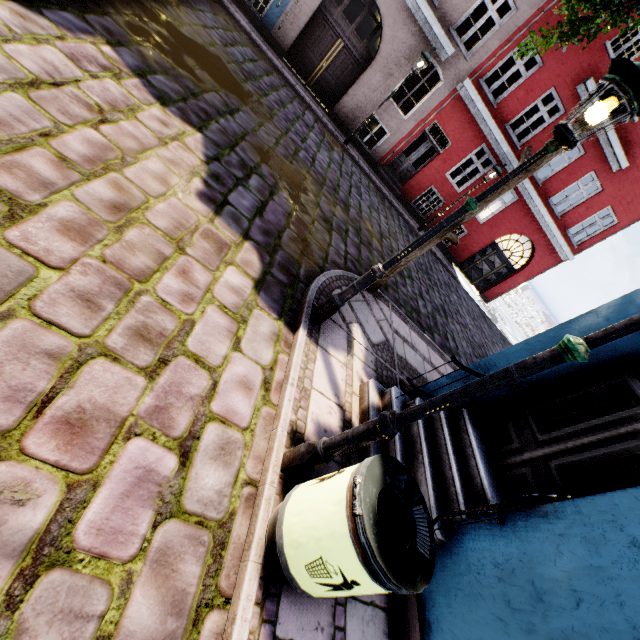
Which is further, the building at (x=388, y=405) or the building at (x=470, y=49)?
the building at (x=470, y=49)

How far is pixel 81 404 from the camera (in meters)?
2.02

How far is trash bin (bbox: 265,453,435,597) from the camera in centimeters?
172cm

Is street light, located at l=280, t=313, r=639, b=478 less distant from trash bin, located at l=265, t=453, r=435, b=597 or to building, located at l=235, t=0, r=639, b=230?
trash bin, located at l=265, t=453, r=435, b=597

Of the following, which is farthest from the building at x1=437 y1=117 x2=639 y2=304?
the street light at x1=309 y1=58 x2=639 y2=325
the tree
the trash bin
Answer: the tree

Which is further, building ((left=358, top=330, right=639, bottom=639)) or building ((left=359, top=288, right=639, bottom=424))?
building ((left=359, top=288, right=639, bottom=424))

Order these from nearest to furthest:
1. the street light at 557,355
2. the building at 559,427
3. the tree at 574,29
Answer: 1. the street light at 557,355
2. the building at 559,427
3. the tree at 574,29
